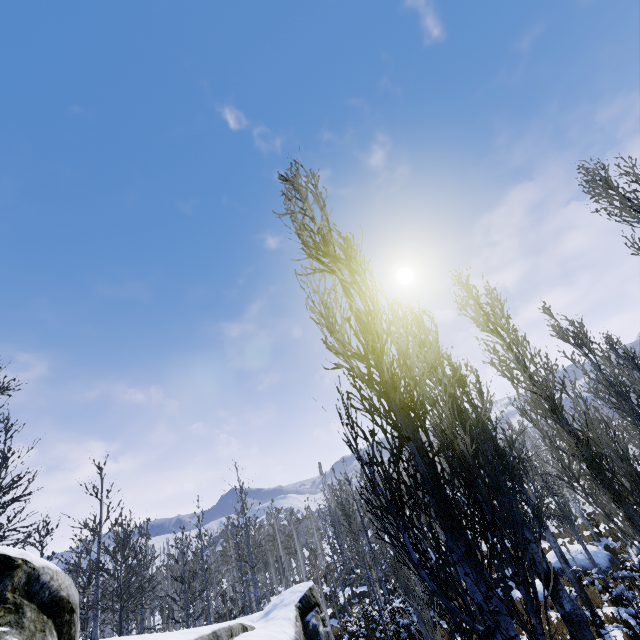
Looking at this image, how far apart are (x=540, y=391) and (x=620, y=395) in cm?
1296

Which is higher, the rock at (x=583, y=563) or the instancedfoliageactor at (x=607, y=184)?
the instancedfoliageactor at (x=607, y=184)

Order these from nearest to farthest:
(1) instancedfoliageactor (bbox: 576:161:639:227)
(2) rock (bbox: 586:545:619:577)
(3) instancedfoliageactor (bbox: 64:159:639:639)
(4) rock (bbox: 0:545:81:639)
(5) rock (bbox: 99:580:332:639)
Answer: (3) instancedfoliageactor (bbox: 64:159:639:639) < (4) rock (bbox: 0:545:81:639) < (1) instancedfoliageactor (bbox: 576:161:639:227) < (5) rock (bbox: 99:580:332:639) < (2) rock (bbox: 586:545:619:577)

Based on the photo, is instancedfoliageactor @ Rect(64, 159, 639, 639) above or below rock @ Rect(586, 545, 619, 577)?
above

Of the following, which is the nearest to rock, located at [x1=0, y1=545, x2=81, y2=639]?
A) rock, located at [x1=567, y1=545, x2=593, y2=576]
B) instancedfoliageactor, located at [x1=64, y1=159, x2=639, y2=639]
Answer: instancedfoliageactor, located at [x1=64, y1=159, x2=639, y2=639]

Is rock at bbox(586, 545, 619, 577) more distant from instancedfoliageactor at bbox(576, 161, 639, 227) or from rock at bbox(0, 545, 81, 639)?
rock at bbox(0, 545, 81, 639)

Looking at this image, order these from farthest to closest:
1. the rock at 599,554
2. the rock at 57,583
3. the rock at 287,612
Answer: the rock at 599,554 < the rock at 287,612 < the rock at 57,583
